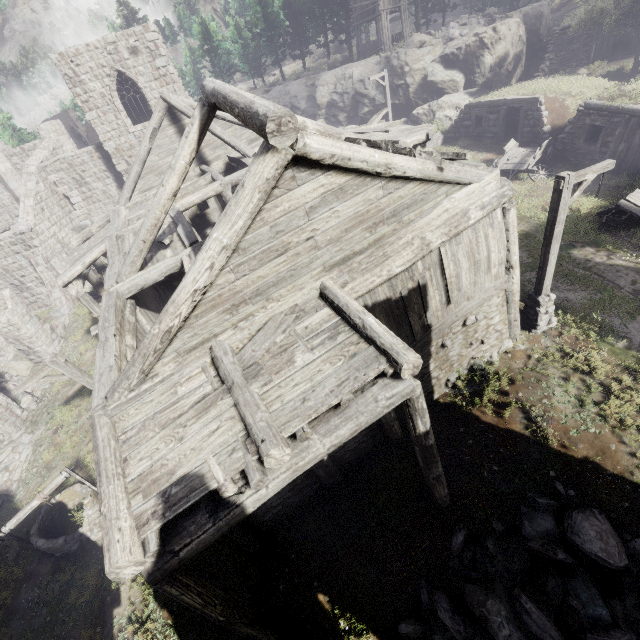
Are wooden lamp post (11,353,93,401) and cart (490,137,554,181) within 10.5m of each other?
no

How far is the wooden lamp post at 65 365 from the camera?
9.38m

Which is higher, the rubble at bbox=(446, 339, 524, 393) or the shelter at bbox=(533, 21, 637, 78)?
the shelter at bbox=(533, 21, 637, 78)

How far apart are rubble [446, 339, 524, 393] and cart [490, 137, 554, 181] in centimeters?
1119cm

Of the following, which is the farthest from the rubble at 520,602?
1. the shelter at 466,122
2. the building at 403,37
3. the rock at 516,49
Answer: the building at 403,37

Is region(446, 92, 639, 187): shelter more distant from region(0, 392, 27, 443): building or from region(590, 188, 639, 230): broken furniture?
region(0, 392, 27, 443): building

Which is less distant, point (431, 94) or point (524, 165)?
point (524, 165)

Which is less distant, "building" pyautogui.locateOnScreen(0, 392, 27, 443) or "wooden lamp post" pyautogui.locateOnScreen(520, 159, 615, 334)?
"wooden lamp post" pyautogui.locateOnScreen(520, 159, 615, 334)
